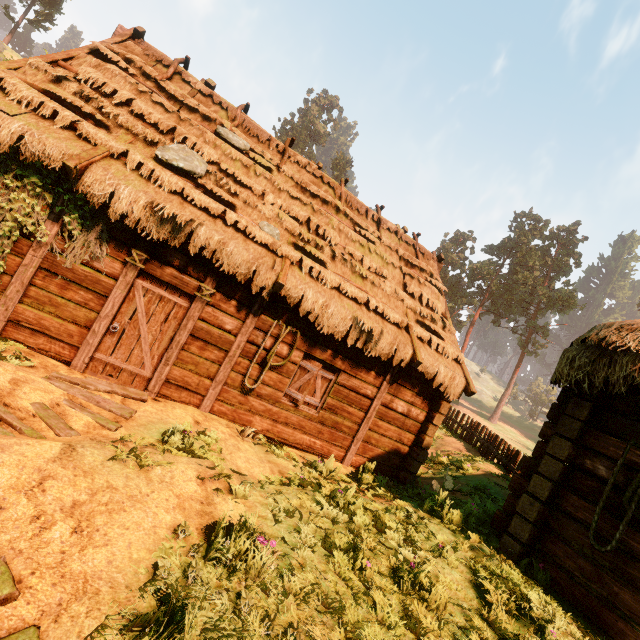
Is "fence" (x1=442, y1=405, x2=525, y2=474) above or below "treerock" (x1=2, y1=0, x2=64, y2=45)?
below

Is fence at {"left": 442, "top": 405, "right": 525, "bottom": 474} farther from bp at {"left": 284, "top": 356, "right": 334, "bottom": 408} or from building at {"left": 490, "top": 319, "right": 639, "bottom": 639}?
bp at {"left": 284, "top": 356, "right": 334, "bottom": 408}

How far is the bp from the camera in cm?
786

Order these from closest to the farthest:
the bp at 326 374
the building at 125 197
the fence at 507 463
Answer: the building at 125 197 < the bp at 326 374 < the fence at 507 463

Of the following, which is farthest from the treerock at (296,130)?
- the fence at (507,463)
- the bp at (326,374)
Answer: the bp at (326,374)

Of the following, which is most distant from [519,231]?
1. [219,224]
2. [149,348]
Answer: [149,348]

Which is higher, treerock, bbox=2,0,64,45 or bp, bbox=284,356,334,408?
treerock, bbox=2,0,64,45

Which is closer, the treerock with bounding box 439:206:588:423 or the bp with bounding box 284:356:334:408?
the bp with bounding box 284:356:334:408
